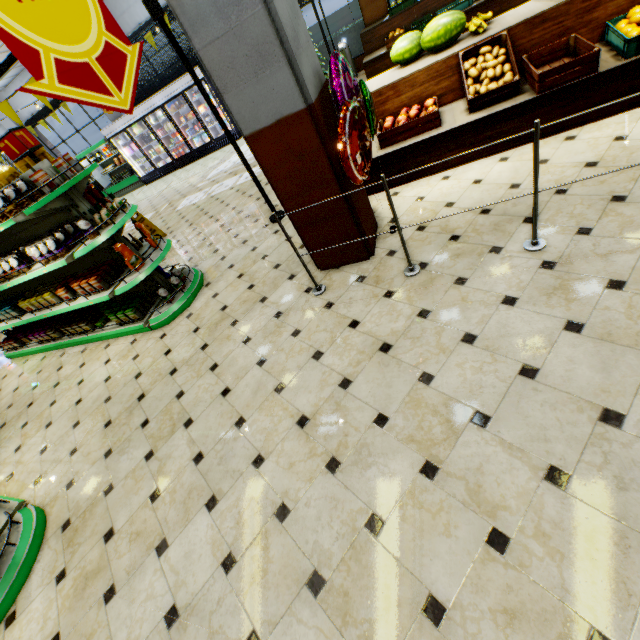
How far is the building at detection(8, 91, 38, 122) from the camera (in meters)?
12.89

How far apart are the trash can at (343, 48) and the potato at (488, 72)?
7.4m

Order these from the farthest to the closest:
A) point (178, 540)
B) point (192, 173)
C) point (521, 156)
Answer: point (192, 173)
point (521, 156)
point (178, 540)

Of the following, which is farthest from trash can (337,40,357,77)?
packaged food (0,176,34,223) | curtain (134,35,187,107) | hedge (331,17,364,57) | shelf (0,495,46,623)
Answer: shelf (0,495,46,623)

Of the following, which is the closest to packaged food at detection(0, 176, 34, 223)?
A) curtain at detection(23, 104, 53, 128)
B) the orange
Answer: the orange

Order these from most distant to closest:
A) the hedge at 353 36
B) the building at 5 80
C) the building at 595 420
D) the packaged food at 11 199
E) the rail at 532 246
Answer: the building at 5 80, the hedge at 353 36, the packaged food at 11 199, the rail at 532 246, the building at 595 420

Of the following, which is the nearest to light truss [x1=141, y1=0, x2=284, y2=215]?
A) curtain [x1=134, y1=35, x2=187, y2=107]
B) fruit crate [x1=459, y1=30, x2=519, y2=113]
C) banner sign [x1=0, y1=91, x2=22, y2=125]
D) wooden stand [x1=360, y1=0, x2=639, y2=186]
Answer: wooden stand [x1=360, y1=0, x2=639, y2=186]
